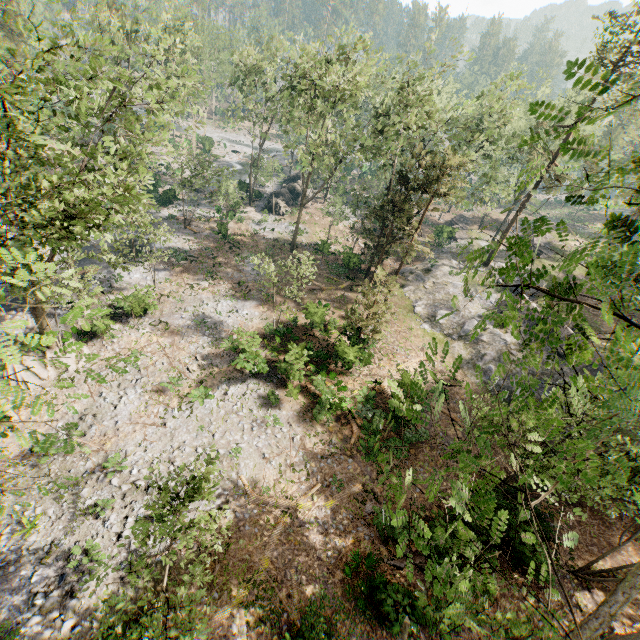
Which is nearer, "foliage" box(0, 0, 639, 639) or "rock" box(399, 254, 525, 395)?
"foliage" box(0, 0, 639, 639)

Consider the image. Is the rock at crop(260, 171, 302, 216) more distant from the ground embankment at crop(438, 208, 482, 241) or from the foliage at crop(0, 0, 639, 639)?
the ground embankment at crop(438, 208, 482, 241)

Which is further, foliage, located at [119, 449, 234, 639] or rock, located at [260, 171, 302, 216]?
rock, located at [260, 171, 302, 216]

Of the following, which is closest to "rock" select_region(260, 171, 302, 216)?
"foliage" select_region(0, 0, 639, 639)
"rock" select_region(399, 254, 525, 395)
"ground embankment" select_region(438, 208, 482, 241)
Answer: "foliage" select_region(0, 0, 639, 639)

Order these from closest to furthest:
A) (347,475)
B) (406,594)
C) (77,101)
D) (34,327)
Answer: (77,101)
(406,594)
(347,475)
(34,327)

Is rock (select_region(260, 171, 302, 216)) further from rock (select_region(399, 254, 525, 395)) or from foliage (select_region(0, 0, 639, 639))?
rock (select_region(399, 254, 525, 395))

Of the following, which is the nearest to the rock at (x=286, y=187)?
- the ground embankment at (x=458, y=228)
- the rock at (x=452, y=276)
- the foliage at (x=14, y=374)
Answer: the foliage at (x=14, y=374)

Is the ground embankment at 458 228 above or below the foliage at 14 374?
below
